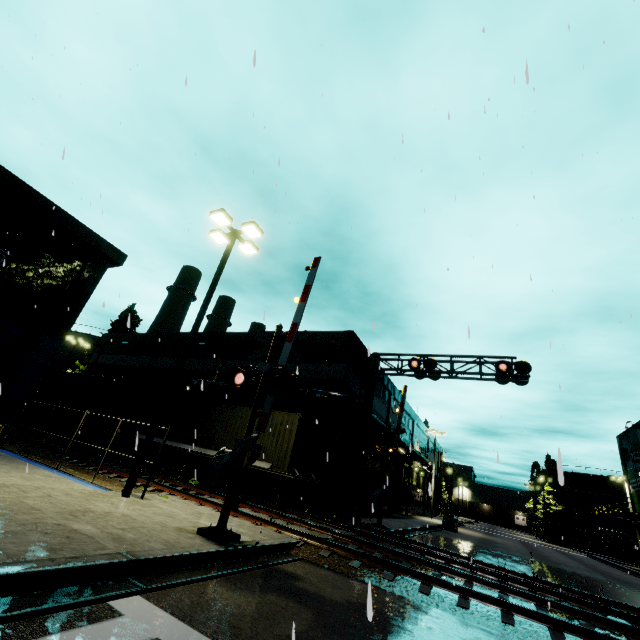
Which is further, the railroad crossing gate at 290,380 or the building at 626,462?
the building at 626,462

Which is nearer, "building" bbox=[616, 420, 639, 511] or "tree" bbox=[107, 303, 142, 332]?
"building" bbox=[616, 420, 639, 511]

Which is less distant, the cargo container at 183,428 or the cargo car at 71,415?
the cargo container at 183,428

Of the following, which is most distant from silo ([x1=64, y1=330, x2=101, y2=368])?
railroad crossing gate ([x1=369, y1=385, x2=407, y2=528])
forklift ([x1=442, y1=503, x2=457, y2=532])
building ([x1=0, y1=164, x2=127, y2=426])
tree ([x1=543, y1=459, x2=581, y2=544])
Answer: tree ([x1=543, y1=459, x2=581, y2=544])

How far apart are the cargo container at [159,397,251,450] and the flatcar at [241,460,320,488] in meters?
0.0 m

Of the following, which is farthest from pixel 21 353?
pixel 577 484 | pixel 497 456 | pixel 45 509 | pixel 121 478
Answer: pixel 577 484

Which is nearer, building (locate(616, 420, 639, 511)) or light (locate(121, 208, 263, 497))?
light (locate(121, 208, 263, 497))
